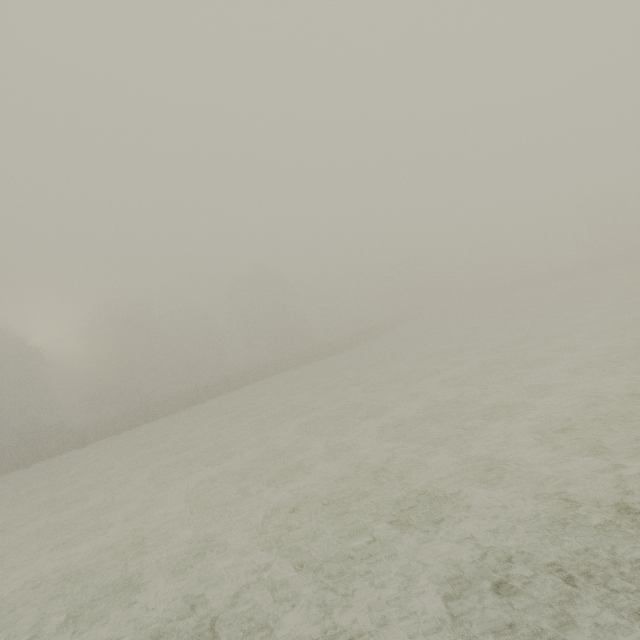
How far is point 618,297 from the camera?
23.3 meters
